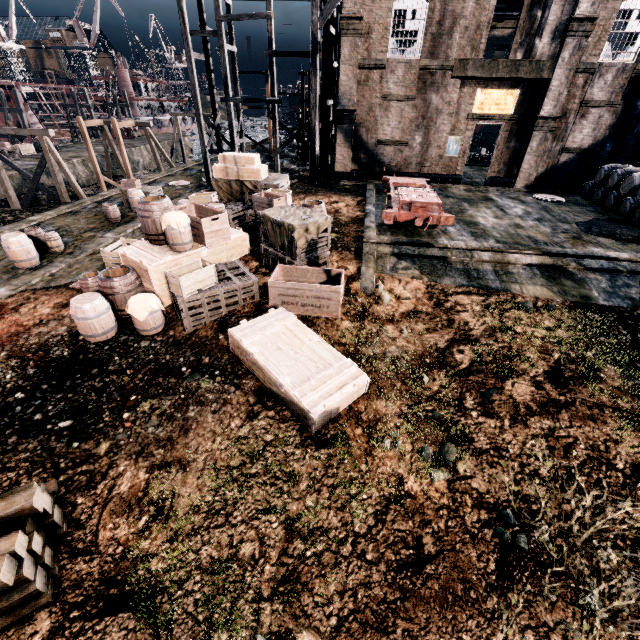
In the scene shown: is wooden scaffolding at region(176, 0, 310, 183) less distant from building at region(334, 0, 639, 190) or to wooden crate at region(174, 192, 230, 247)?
wooden crate at region(174, 192, 230, 247)

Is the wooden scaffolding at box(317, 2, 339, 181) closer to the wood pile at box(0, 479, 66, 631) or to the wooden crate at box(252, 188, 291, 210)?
the wooden crate at box(252, 188, 291, 210)

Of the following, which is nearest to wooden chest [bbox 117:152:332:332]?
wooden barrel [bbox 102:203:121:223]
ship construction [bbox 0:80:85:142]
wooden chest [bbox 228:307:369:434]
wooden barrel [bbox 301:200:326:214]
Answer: wooden chest [bbox 228:307:369:434]

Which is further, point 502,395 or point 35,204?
point 35,204

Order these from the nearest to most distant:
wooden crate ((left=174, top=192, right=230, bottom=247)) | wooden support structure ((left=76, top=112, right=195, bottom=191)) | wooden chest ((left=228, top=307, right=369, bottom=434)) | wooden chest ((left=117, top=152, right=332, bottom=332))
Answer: wooden chest ((left=228, top=307, right=369, bottom=434)), wooden chest ((left=117, top=152, right=332, bottom=332)), wooden crate ((left=174, top=192, right=230, bottom=247)), wooden support structure ((left=76, top=112, right=195, bottom=191))

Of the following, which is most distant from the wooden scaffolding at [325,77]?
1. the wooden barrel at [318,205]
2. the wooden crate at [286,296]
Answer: the wooden crate at [286,296]

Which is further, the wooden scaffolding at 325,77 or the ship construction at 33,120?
the ship construction at 33,120

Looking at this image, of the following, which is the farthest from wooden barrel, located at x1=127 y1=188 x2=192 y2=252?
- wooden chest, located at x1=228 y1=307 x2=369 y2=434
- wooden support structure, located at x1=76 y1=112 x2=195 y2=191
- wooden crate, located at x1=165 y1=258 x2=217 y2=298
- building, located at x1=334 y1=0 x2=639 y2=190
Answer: wooden support structure, located at x1=76 y1=112 x2=195 y2=191
